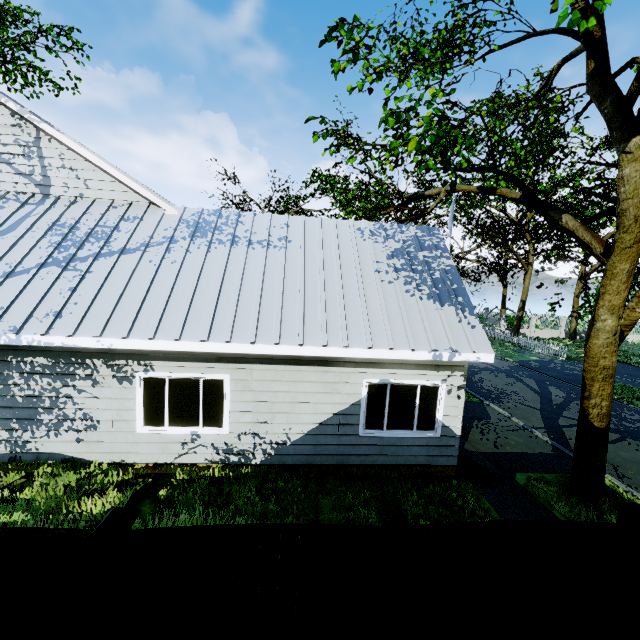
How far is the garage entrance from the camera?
7.9m

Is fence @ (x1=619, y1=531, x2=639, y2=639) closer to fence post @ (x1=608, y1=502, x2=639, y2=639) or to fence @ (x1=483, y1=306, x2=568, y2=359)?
fence post @ (x1=608, y1=502, x2=639, y2=639)

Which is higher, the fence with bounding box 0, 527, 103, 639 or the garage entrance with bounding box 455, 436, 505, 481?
the fence with bounding box 0, 527, 103, 639

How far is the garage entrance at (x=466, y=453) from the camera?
7.9m

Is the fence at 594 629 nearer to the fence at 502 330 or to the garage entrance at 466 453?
the garage entrance at 466 453

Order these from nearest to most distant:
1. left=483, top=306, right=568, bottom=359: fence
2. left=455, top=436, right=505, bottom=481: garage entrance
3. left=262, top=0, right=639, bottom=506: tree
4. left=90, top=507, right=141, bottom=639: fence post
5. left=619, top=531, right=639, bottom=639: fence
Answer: left=90, top=507, right=141, bottom=639: fence post < left=619, top=531, right=639, bottom=639: fence < left=262, top=0, right=639, bottom=506: tree < left=455, top=436, right=505, bottom=481: garage entrance < left=483, top=306, right=568, bottom=359: fence

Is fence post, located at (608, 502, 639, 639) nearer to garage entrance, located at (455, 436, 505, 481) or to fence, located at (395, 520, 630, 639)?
fence, located at (395, 520, 630, 639)

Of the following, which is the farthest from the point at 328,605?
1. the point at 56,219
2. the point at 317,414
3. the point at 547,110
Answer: the point at 547,110
